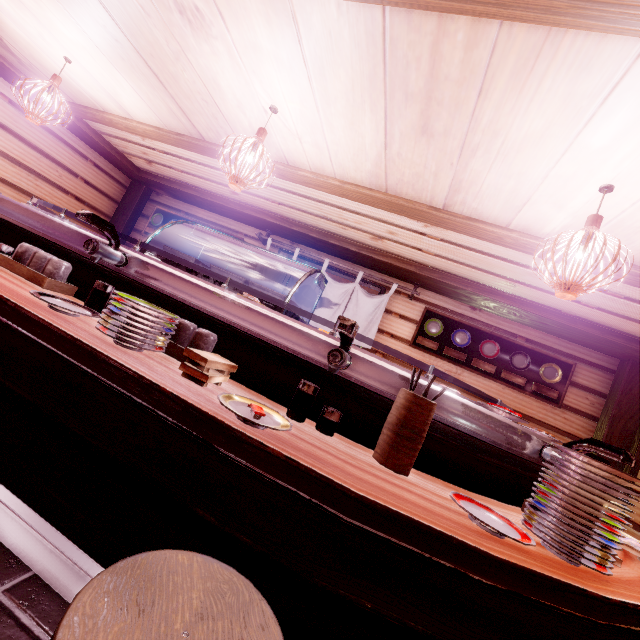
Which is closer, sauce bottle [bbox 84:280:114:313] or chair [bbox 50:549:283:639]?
chair [bbox 50:549:283:639]

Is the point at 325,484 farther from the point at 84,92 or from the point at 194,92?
the point at 84,92

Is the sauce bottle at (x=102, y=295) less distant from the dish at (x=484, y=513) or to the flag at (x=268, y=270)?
the dish at (x=484, y=513)

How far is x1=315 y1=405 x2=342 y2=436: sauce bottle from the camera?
2.48m

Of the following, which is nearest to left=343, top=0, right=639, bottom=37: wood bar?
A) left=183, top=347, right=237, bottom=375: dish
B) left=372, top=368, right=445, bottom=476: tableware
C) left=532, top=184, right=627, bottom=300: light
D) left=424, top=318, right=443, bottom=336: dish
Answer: left=424, top=318, right=443, bottom=336: dish

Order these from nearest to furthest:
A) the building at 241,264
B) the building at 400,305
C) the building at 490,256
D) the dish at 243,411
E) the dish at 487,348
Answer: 1. the dish at 243,411
2. the building at 490,256
3. the building at 400,305
4. the dish at 487,348
5. the building at 241,264

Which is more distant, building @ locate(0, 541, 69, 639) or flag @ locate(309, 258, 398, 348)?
flag @ locate(309, 258, 398, 348)

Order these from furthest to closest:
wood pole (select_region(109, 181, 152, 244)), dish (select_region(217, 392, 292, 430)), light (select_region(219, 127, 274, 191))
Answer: wood pole (select_region(109, 181, 152, 244)) < light (select_region(219, 127, 274, 191)) < dish (select_region(217, 392, 292, 430))
